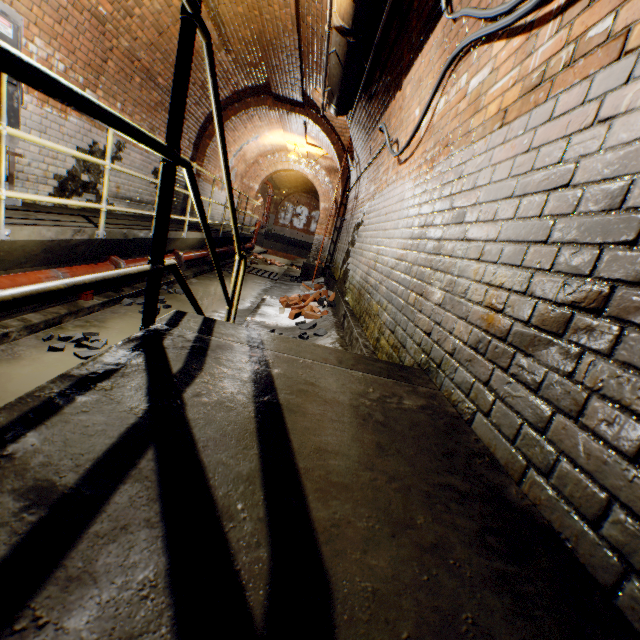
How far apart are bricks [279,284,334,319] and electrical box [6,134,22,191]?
3.8 meters

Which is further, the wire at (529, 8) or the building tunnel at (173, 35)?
the building tunnel at (173, 35)

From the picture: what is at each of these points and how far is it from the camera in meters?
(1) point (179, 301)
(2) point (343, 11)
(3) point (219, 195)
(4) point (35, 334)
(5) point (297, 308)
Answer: (1) building tunnel, 5.2 m
(2) pipe, 3.0 m
(3) building tunnel, 12.1 m
(4) building tunnel, 3.0 m
(5) bricks, 5.7 m

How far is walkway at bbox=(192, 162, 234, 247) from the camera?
6.7 meters

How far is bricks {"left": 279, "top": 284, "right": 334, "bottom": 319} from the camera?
5.07m

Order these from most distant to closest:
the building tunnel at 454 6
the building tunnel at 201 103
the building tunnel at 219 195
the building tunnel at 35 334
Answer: the building tunnel at 219 195, the building tunnel at 201 103, the building tunnel at 35 334, the building tunnel at 454 6

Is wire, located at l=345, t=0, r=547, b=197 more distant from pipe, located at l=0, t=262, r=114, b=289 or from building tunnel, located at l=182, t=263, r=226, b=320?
pipe, located at l=0, t=262, r=114, b=289

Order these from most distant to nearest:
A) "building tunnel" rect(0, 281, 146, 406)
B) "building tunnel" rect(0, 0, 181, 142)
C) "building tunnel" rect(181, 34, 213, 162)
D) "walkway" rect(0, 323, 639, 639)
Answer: "building tunnel" rect(181, 34, 213, 162)
"building tunnel" rect(0, 0, 181, 142)
"building tunnel" rect(0, 281, 146, 406)
"walkway" rect(0, 323, 639, 639)
